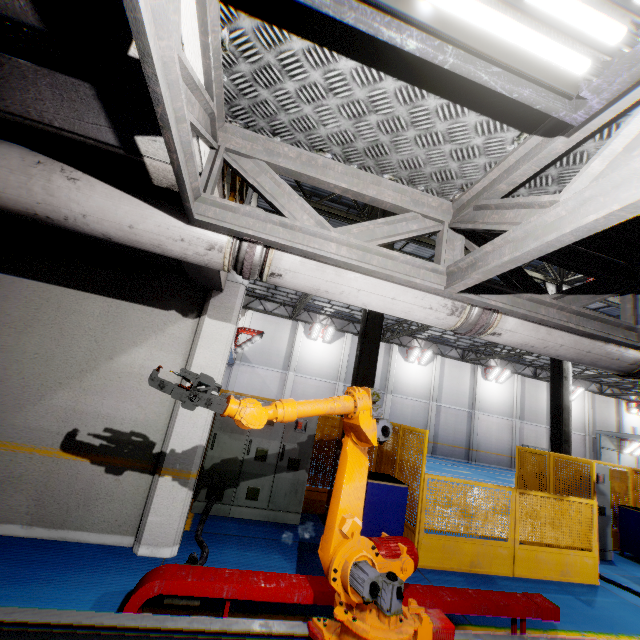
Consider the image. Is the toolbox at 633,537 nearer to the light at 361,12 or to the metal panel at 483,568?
the metal panel at 483,568

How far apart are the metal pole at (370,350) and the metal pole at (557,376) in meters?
6.7

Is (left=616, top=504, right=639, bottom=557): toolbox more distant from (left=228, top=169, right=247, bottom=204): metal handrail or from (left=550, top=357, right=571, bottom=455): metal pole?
(left=228, top=169, right=247, bottom=204): metal handrail

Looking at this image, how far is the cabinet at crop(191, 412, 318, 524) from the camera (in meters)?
6.10

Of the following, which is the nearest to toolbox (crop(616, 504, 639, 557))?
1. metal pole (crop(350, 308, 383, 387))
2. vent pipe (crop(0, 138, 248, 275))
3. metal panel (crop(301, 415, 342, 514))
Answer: metal panel (crop(301, 415, 342, 514))

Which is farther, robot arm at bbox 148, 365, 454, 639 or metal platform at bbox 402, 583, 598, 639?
metal platform at bbox 402, 583, 598, 639

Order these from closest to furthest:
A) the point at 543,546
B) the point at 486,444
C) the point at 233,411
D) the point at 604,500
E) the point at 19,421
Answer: the point at 233,411 → the point at 19,421 → the point at 543,546 → the point at 604,500 → the point at 486,444

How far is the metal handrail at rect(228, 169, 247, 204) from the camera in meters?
4.1 m
